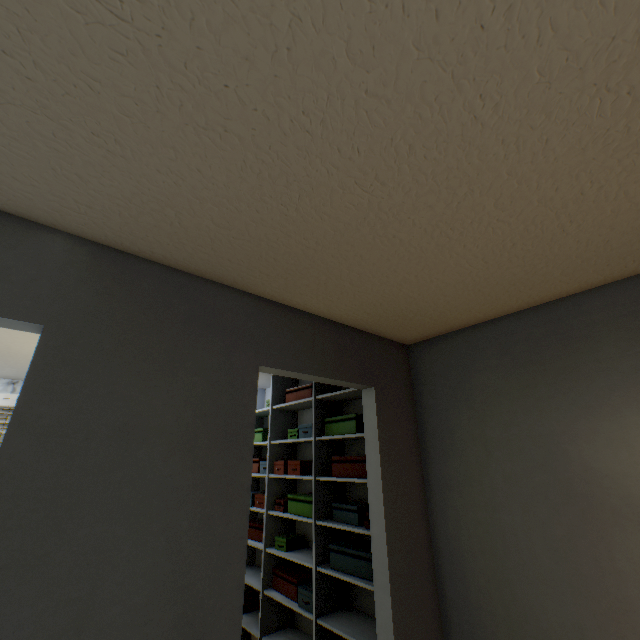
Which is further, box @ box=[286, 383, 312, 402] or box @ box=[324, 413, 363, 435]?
box @ box=[286, 383, 312, 402]

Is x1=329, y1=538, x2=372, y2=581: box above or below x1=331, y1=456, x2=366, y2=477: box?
below

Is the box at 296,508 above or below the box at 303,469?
below

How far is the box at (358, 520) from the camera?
2.2m

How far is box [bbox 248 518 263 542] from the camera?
3.1m

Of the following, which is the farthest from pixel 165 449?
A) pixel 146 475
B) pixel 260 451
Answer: pixel 260 451

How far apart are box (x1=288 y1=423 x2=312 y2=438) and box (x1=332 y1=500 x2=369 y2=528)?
Result: 0.6m

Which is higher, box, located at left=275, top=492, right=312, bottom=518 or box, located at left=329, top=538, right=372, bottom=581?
box, located at left=275, top=492, right=312, bottom=518
